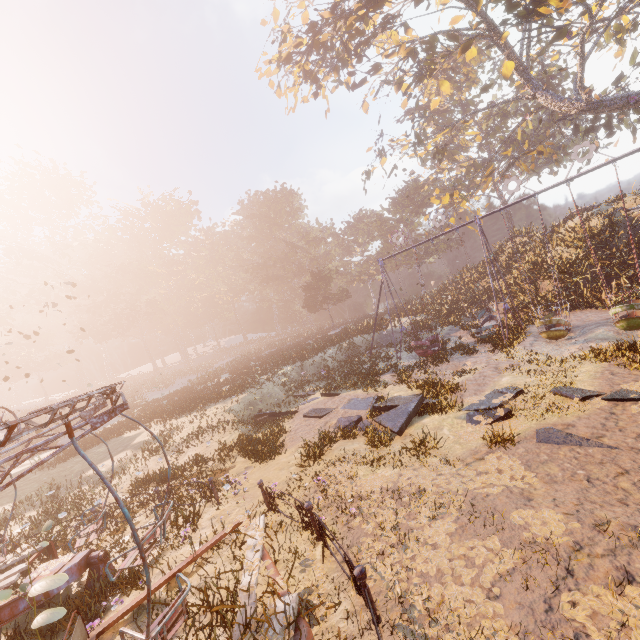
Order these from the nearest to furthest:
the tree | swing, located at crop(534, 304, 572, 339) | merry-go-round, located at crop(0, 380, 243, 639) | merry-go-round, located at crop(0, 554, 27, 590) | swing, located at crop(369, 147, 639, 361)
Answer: merry-go-round, located at crop(0, 380, 243, 639) < merry-go-round, located at crop(0, 554, 27, 590) < swing, located at crop(369, 147, 639, 361) < swing, located at crop(534, 304, 572, 339) < the tree

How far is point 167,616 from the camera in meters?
3.3 m

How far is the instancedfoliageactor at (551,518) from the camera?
4.4m

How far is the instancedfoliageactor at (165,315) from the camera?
52.22m

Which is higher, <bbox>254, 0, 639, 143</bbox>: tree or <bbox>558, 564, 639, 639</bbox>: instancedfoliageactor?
<bbox>254, 0, 639, 143</bbox>: tree

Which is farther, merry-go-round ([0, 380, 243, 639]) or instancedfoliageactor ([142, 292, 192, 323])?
instancedfoliageactor ([142, 292, 192, 323])

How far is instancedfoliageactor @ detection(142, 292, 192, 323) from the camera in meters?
52.2

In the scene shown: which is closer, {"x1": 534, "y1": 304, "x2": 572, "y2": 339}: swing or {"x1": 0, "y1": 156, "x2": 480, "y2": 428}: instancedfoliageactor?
{"x1": 534, "y1": 304, "x2": 572, "y2": 339}: swing
